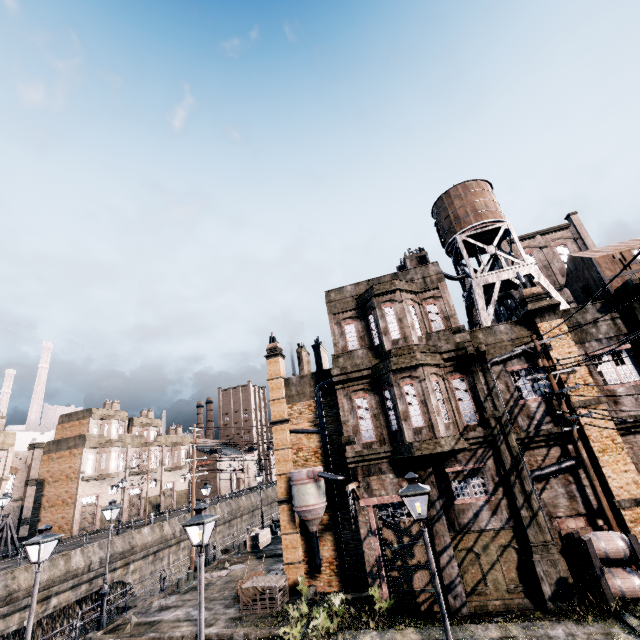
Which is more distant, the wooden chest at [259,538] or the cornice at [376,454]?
the wooden chest at [259,538]

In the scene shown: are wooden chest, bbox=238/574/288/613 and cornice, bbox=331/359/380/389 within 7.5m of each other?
no

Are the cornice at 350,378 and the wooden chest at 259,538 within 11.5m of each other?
no

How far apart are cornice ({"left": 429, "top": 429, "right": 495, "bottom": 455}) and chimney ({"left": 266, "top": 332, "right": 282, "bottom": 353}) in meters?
12.0 m

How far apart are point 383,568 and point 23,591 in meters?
31.1 m

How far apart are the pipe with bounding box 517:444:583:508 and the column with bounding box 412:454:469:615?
3.80m

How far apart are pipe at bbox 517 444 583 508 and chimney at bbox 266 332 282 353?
15.0m

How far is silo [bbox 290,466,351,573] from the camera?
17.28m
